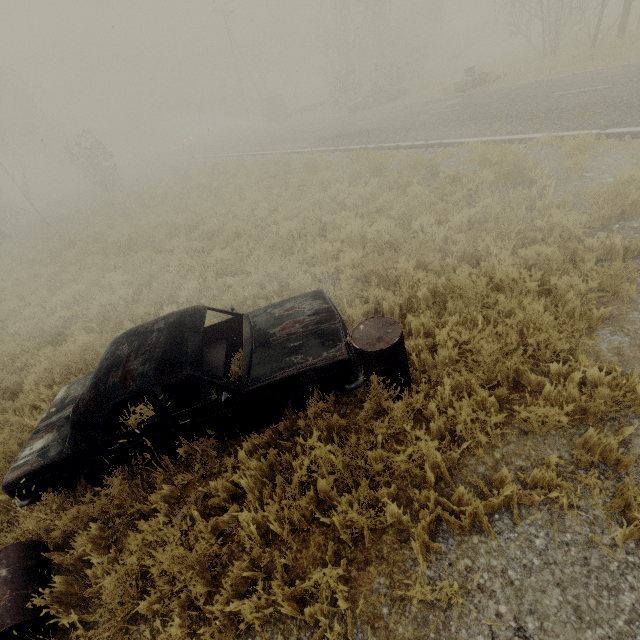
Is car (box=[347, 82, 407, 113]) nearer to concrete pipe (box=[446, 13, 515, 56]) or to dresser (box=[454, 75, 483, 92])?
dresser (box=[454, 75, 483, 92])

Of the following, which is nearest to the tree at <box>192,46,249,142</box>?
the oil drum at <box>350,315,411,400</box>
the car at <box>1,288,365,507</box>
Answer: the car at <box>1,288,365,507</box>

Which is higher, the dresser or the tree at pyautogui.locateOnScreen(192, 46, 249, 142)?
the tree at pyautogui.locateOnScreen(192, 46, 249, 142)

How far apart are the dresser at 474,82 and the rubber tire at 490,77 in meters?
0.2 m

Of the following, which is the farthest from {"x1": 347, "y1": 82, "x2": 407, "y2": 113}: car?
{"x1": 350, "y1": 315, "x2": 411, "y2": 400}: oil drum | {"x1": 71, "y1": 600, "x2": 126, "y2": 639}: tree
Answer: {"x1": 71, "y1": 600, "x2": 126, "y2": 639}: tree

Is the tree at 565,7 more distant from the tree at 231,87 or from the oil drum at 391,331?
the tree at 231,87

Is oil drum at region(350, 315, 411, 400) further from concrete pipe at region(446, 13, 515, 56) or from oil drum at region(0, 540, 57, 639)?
concrete pipe at region(446, 13, 515, 56)

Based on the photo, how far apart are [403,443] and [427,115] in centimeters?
1507cm
